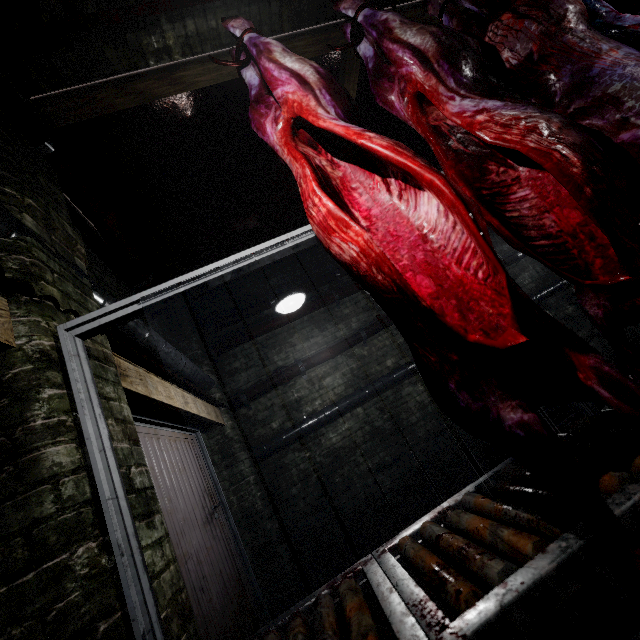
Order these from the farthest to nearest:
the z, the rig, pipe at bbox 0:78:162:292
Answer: the z < pipe at bbox 0:78:162:292 < the rig

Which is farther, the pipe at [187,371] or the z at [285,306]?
the z at [285,306]

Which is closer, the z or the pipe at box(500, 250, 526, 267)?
the z

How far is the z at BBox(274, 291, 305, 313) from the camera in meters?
3.1

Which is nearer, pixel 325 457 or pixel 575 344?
pixel 575 344

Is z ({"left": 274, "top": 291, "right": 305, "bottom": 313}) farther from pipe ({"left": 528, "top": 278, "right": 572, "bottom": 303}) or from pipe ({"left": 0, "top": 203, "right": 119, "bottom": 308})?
pipe ({"left": 528, "top": 278, "right": 572, "bottom": 303})

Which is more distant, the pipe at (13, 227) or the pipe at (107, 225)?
the pipe at (107, 225)

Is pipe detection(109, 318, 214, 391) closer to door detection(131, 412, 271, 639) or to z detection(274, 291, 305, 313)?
door detection(131, 412, 271, 639)
